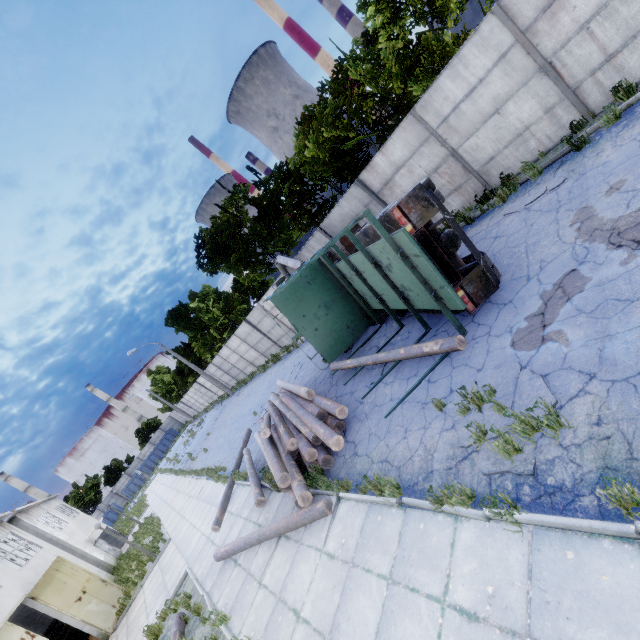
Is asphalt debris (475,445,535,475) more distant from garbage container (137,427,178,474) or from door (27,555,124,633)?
garbage container (137,427,178,474)

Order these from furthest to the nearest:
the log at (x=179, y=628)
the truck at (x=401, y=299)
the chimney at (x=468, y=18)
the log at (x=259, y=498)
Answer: the chimney at (x=468, y=18)
the log at (x=259, y=498)
the log at (x=179, y=628)
the truck at (x=401, y=299)

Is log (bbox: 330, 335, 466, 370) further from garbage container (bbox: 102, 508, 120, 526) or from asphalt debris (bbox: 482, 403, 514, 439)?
garbage container (bbox: 102, 508, 120, 526)

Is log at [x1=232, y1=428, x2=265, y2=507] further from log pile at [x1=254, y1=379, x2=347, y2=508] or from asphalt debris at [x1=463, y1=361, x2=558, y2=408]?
asphalt debris at [x1=463, y1=361, x2=558, y2=408]

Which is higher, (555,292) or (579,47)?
(579,47)

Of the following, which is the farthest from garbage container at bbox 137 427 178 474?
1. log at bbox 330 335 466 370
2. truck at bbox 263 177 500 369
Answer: log at bbox 330 335 466 370

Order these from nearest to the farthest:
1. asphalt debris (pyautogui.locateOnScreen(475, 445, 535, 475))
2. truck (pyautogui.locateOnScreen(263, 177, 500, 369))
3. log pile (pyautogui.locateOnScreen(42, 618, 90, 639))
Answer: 1. asphalt debris (pyautogui.locateOnScreen(475, 445, 535, 475))
2. truck (pyautogui.locateOnScreen(263, 177, 500, 369))
3. log pile (pyautogui.locateOnScreen(42, 618, 90, 639))

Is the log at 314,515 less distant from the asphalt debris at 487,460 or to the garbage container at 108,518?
the asphalt debris at 487,460
